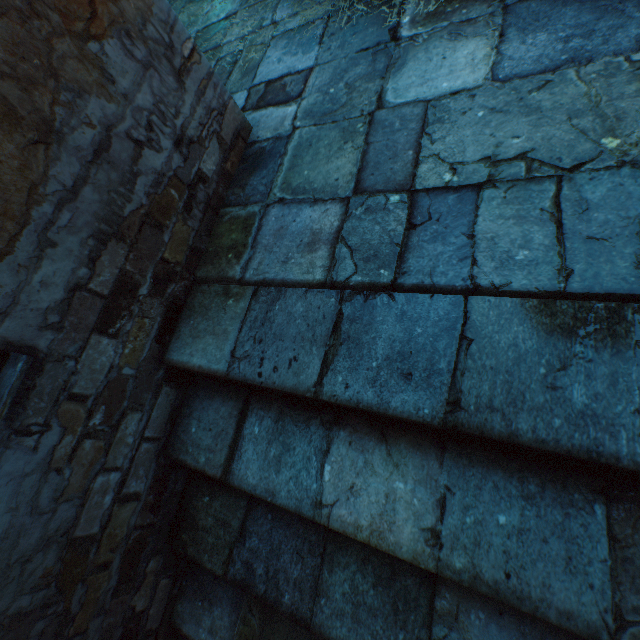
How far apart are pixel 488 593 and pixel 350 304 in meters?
0.9
